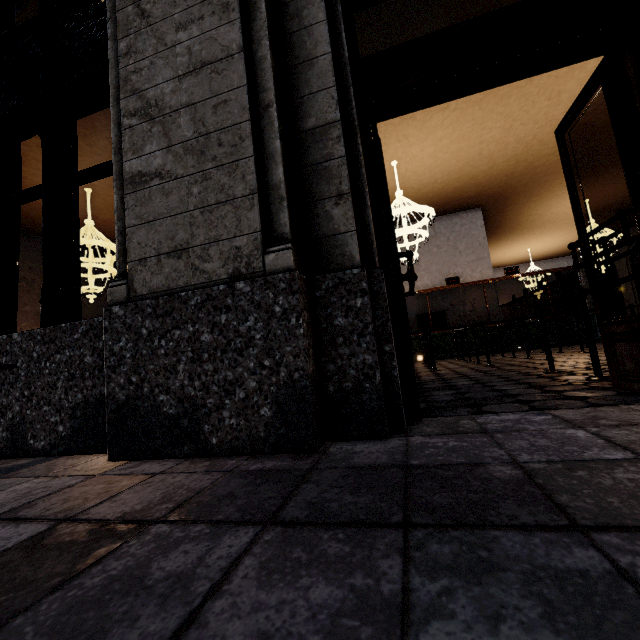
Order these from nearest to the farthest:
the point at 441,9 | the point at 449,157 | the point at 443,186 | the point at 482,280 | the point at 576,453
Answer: the point at 576,453 → the point at 441,9 → the point at 449,157 → the point at 482,280 → the point at 443,186
